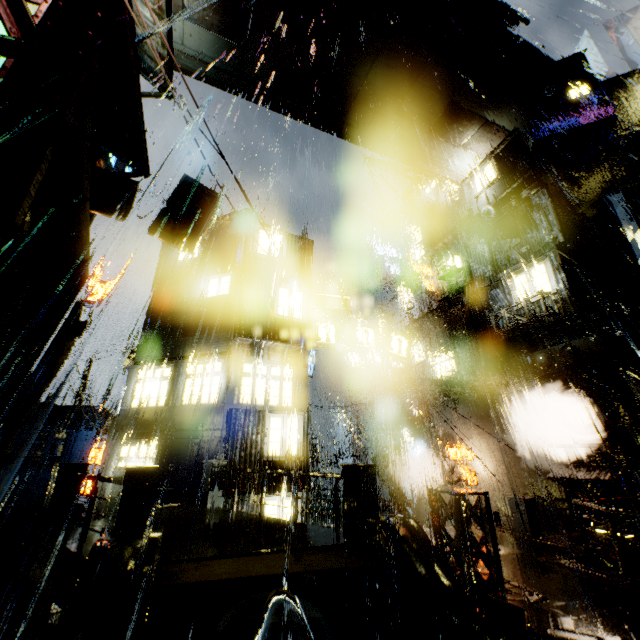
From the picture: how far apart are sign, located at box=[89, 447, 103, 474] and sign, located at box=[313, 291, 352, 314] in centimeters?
2981cm

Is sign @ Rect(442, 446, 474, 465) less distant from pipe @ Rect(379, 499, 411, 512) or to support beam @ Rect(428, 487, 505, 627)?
pipe @ Rect(379, 499, 411, 512)

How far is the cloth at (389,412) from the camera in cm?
2303

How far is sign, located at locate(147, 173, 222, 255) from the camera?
11.8 meters

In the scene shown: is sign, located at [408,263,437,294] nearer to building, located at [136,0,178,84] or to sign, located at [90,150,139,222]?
building, located at [136,0,178,84]

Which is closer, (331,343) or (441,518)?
(441,518)

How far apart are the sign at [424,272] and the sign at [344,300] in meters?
8.4 m

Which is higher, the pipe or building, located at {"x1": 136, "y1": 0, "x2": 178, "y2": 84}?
building, located at {"x1": 136, "y1": 0, "x2": 178, "y2": 84}
